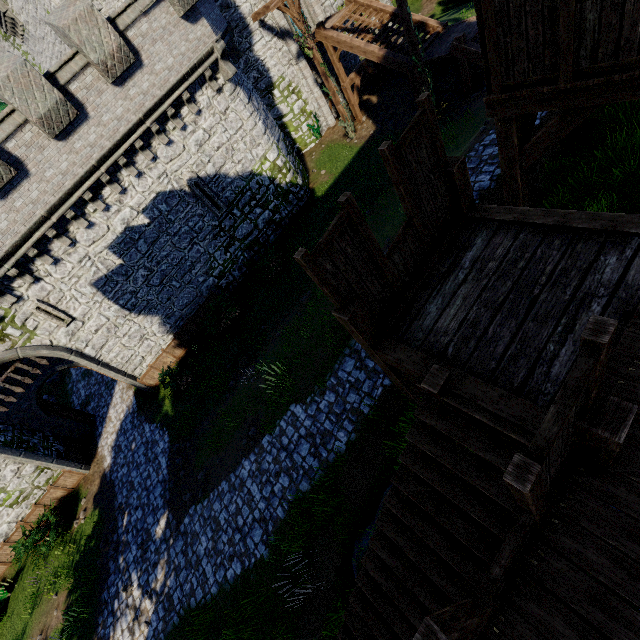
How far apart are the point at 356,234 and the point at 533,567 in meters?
4.1 m

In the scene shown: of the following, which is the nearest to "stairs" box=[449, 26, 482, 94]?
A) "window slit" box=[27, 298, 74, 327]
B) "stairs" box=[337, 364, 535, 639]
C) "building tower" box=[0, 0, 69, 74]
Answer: "building tower" box=[0, 0, 69, 74]

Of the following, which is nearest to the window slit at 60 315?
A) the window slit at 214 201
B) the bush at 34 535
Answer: the window slit at 214 201

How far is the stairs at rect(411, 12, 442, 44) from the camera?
17.2m

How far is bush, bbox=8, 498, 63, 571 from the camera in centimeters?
1389cm

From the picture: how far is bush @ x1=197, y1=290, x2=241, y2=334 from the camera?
16.12m

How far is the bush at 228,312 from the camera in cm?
1612

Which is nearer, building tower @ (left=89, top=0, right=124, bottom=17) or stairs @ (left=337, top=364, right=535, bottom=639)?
stairs @ (left=337, top=364, right=535, bottom=639)
